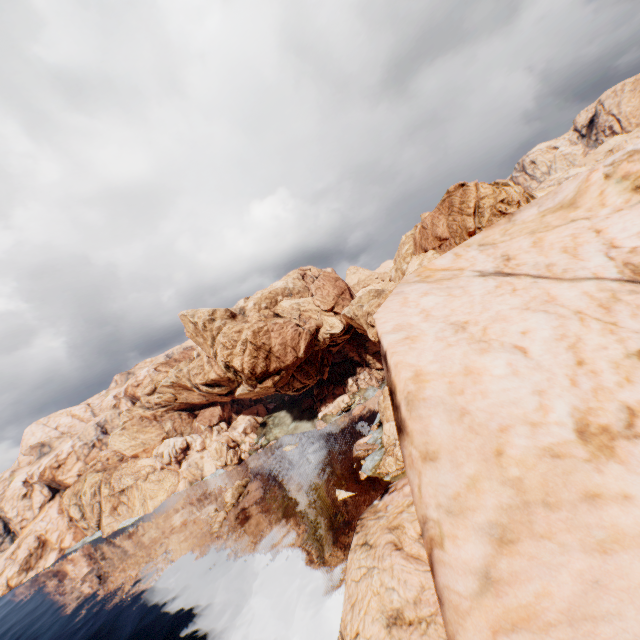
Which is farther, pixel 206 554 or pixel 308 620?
pixel 206 554
